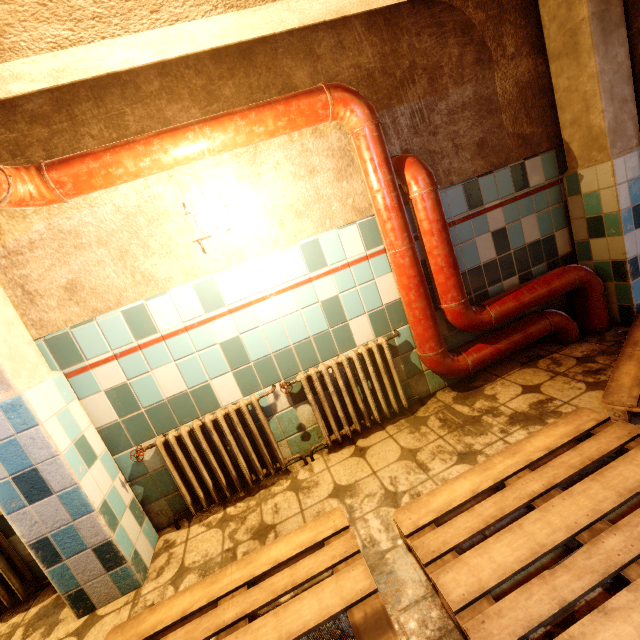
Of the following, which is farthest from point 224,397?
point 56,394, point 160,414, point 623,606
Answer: point 623,606

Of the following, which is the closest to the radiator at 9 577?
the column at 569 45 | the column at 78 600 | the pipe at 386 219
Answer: the column at 78 600

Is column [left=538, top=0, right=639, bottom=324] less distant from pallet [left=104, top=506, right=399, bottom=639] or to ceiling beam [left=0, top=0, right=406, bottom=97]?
ceiling beam [left=0, top=0, right=406, bottom=97]

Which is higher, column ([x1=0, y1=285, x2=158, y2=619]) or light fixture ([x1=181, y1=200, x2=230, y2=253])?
light fixture ([x1=181, y1=200, x2=230, y2=253])

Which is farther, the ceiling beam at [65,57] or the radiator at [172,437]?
the radiator at [172,437]

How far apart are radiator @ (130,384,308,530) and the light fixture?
1.0 meters

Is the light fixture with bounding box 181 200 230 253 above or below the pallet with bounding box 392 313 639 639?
above

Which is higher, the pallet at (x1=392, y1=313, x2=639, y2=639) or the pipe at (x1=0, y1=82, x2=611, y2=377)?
the pipe at (x1=0, y1=82, x2=611, y2=377)
